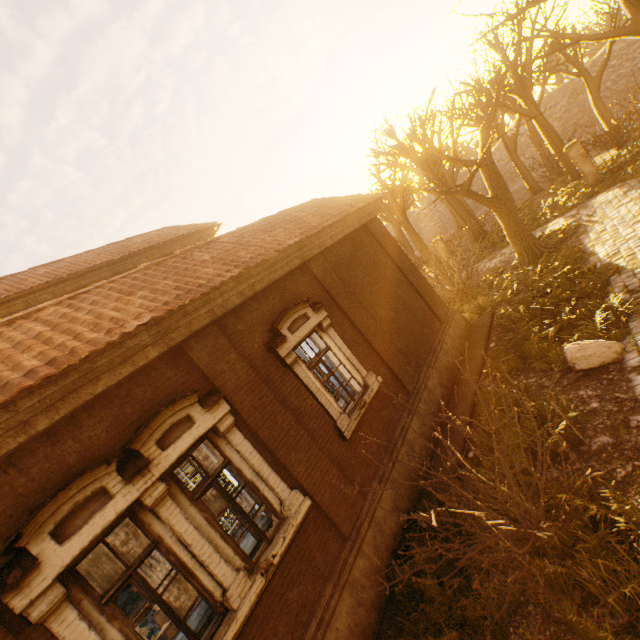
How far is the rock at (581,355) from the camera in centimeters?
646cm

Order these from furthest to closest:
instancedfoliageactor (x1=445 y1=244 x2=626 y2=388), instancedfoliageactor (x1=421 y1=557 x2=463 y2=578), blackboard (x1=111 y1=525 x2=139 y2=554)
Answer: blackboard (x1=111 y1=525 x2=139 y2=554), instancedfoliageactor (x1=445 y1=244 x2=626 y2=388), instancedfoliageactor (x1=421 y1=557 x2=463 y2=578)

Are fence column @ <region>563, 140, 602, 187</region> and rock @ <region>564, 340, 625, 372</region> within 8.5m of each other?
no

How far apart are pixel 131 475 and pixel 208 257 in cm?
439

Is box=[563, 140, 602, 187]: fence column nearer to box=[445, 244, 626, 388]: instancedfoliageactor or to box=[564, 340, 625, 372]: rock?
box=[445, 244, 626, 388]: instancedfoliageactor

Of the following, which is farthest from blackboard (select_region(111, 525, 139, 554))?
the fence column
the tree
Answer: the fence column

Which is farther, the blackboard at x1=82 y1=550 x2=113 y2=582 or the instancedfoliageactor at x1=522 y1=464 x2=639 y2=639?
the blackboard at x1=82 y1=550 x2=113 y2=582

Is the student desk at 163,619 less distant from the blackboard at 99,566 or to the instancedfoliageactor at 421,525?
the instancedfoliageactor at 421,525
